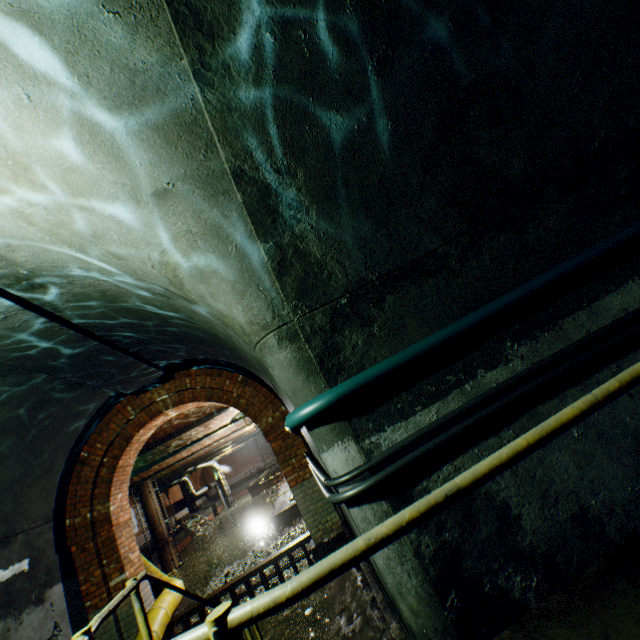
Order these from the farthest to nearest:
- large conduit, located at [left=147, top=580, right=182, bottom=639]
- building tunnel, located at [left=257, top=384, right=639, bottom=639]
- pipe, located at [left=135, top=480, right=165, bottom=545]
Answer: pipe, located at [left=135, top=480, right=165, bottom=545]
large conduit, located at [left=147, top=580, right=182, bottom=639]
building tunnel, located at [left=257, top=384, right=639, bottom=639]

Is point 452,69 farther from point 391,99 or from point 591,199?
point 591,199

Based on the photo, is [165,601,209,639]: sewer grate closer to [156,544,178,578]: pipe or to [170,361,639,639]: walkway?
[170,361,639,639]: walkway

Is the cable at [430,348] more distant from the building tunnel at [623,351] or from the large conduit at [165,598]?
the large conduit at [165,598]

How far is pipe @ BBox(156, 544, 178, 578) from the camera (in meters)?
19.78

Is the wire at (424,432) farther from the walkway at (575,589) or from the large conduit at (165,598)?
the large conduit at (165,598)

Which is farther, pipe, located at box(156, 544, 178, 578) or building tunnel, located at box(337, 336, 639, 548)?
pipe, located at box(156, 544, 178, 578)

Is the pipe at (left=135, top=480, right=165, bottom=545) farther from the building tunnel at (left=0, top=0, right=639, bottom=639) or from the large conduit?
the building tunnel at (left=0, top=0, right=639, bottom=639)
